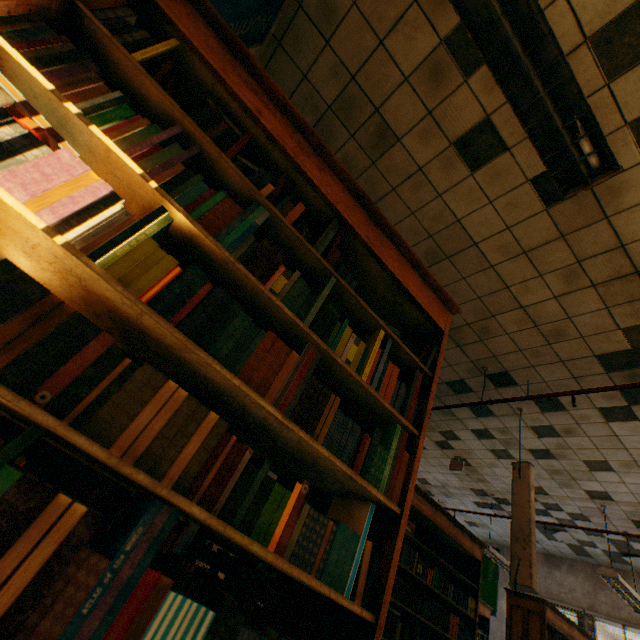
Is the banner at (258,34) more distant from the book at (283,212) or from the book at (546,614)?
the book at (546,614)

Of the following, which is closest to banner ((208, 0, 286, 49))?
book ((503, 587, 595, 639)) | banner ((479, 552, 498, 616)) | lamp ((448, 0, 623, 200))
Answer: lamp ((448, 0, 623, 200))

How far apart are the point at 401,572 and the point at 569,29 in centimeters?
530cm

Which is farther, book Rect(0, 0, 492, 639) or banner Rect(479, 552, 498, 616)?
banner Rect(479, 552, 498, 616)

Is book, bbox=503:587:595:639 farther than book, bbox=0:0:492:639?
Yes

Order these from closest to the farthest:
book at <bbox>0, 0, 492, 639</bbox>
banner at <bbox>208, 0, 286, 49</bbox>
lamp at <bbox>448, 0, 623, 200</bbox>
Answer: book at <bbox>0, 0, 492, 639</bbox>, lamp at <bbox>448, 0, 623, 200</bbox>, banner at <bbox>208, 0, 286, 49</bbox>

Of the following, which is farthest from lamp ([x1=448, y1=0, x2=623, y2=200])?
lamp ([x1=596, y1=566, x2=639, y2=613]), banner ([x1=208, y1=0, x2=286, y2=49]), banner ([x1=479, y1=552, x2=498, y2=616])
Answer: banner ([x1=479, y1=552, x2=498, y2=616])

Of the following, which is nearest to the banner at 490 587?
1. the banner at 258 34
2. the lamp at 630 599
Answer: the lamp at 630 599
